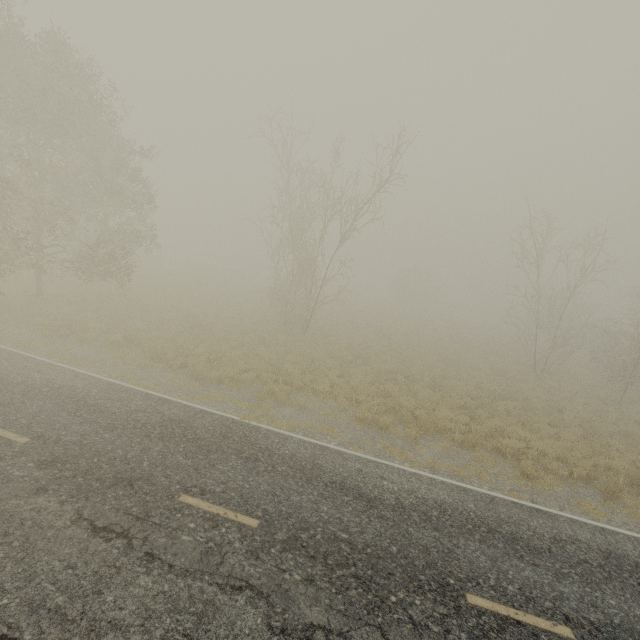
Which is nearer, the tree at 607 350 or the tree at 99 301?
the tree at 99 301

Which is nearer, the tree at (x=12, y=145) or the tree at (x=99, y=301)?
the tree at (x=12, y=145)

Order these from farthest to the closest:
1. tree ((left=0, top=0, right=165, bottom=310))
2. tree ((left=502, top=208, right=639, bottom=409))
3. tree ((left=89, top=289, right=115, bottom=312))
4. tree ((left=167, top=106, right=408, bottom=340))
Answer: tree ((left=502, top=208, right=639, bottom=409)) → tree ((left=89, top=289, right=115, bottom=312)) → tree ((left=167, top=106, right=408, bottom=340)) → tree ((left=0, top=0, right=165, bottom=310))

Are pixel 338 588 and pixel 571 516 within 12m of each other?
yes

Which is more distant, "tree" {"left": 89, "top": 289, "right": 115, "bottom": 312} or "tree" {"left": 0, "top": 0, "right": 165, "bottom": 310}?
"tree" {"left": 89, "top": 289, "right": 115, "bottom": 312}

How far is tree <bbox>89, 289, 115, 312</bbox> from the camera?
19.1 meters

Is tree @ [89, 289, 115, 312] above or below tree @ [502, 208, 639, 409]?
below

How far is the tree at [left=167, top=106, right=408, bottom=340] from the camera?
17.5m
